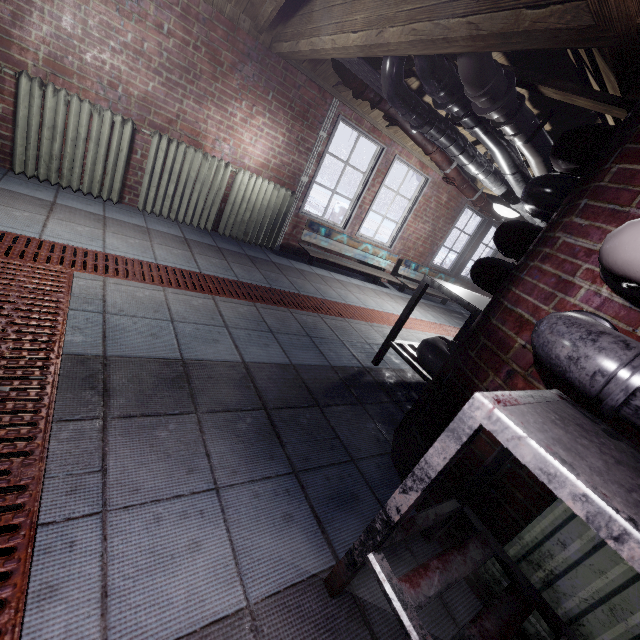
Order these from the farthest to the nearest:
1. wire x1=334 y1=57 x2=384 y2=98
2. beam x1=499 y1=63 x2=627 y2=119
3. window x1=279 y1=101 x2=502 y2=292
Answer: window x1=279 y1=101 x2=502 y2=292 < wire x1=334 y1=57 x2=384 y2=98 < beam x1=499 y1=63 x2=627 y2=119

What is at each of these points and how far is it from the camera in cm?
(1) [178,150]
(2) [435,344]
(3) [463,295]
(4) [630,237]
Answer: (1) radiator, 331
(2) pipe, 214
(3) table, 233
(4) pipe, 84

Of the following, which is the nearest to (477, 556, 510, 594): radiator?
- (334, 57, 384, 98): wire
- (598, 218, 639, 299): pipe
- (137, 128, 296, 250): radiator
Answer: (598, 218, 639, 299): pipe

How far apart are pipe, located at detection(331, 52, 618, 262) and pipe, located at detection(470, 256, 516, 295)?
0.5 meters

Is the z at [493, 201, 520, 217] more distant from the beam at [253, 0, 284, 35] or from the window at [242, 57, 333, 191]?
the beam at [253, 0, 284, 35]

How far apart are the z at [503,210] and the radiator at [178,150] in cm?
242

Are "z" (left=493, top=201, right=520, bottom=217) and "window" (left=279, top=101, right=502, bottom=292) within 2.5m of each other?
yes

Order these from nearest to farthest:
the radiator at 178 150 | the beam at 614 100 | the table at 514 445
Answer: the table at 514 445 → the beam at 614 100 → the radiator at 178 150
